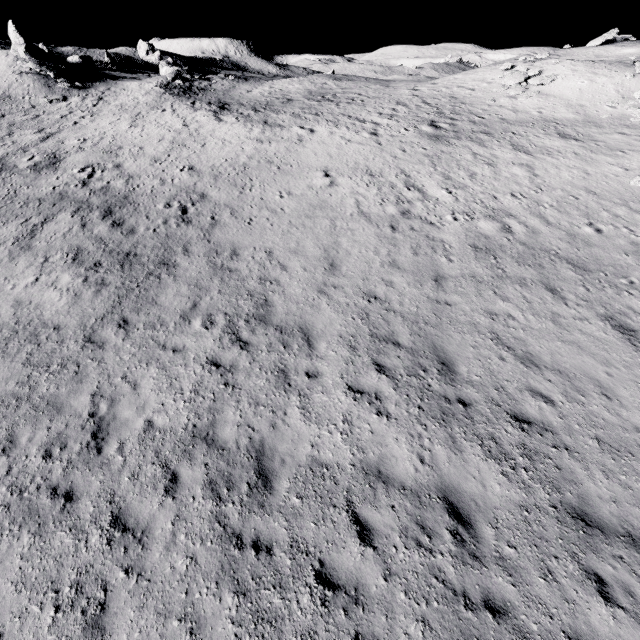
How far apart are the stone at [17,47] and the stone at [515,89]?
47.5 meters

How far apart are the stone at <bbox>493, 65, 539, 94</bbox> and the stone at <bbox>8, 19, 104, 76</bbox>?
47.5m

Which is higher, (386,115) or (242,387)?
(386,115)

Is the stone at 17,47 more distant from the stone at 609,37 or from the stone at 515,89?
the stone at 609,37

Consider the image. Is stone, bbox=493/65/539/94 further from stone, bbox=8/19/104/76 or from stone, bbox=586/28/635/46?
stone, bbox=8/19/104/76

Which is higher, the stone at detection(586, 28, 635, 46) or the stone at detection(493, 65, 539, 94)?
the stone at detection(586, 28, 635, 46)

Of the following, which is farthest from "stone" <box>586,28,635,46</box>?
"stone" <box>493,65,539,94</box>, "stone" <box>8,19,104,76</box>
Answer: "stone" <box>8,19,104,76</box>
